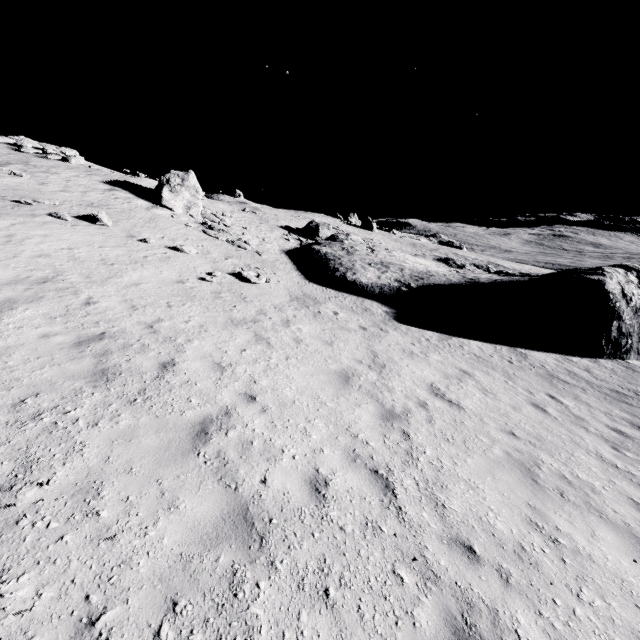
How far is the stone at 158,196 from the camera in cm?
2239

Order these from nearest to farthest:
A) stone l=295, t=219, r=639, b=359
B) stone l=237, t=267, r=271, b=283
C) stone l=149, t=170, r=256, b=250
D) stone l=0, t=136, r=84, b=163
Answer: stone l=237, t=267, r=271, b=283
stone l=295, t=219, r=639, b=359
stone l=149, t=170, r=256, b=250
stone l=0, t=136, r=84, b=163

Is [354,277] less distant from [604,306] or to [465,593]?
[604,306]

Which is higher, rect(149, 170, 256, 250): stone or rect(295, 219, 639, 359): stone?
rect(149, 170, 256, 250): stone

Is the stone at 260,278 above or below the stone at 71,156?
below

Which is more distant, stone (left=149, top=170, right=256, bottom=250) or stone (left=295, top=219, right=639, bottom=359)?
stone (left=149, top=170, right=256, bottom=250)

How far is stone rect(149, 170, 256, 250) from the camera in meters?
22.4 m

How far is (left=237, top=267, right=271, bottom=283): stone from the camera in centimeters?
1564cm
